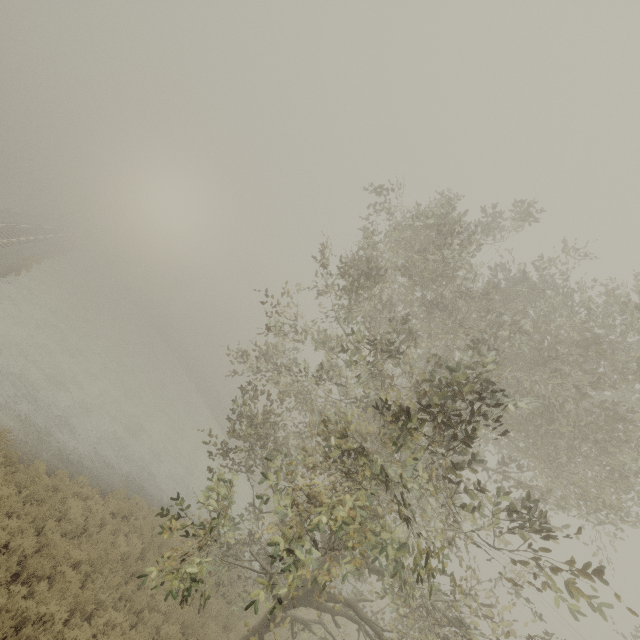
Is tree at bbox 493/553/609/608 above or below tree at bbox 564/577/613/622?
above

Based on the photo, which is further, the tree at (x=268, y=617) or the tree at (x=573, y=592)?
the tree at (x=268, y=617)

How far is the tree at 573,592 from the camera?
4.1 meters

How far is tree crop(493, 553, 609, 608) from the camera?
4.3 meters

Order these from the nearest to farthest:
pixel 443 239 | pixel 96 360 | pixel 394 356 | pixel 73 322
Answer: pixel 394 356 → pixel 443 239 → pixel 96 360 → pixel 73 322

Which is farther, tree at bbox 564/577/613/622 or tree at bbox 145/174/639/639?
tree at bbox 145/174/639/639
